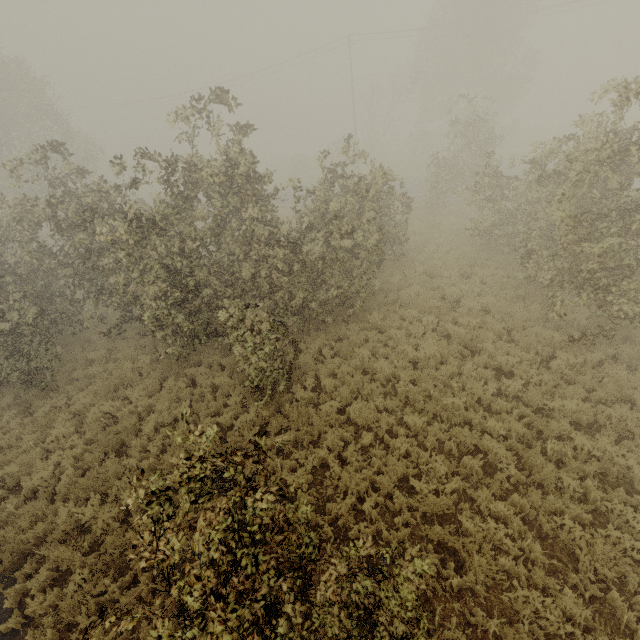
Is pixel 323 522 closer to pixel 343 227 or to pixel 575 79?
pixel 343 227
